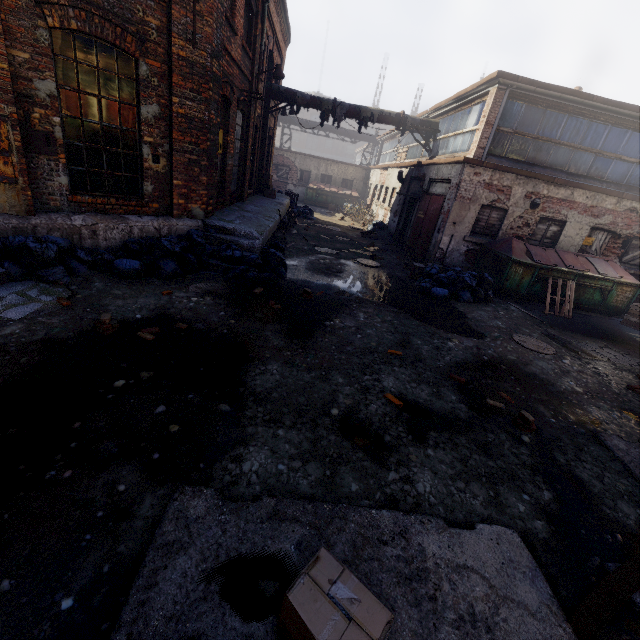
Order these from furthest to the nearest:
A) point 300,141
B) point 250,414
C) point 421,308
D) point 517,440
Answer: point 300,141 → point 421,308 → point 517,440 → point 250,414

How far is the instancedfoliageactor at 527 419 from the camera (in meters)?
4.20

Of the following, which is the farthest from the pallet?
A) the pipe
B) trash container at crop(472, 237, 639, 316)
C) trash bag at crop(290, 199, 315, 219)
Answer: trash bag at crop(290, 199, 315, 219)

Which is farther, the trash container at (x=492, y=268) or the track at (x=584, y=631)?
the trash container at (x=492, y=268)

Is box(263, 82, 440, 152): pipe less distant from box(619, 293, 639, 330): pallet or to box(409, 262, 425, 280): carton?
box(409, 262, 425, 280): carton

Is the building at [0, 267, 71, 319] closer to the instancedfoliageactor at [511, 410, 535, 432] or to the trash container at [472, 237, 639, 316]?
the instancedfoliageactor at [511, 410, 535, 432]

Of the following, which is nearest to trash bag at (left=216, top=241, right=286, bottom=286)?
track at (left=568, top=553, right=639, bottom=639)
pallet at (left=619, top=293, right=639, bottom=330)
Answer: Result: track at (left=568, top=553, right=639, bottom=639)

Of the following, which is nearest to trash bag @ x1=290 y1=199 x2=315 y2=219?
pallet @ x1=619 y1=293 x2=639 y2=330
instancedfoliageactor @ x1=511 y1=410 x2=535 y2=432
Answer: pallet @ x1=619 y1=293 x2=639 y2=330
